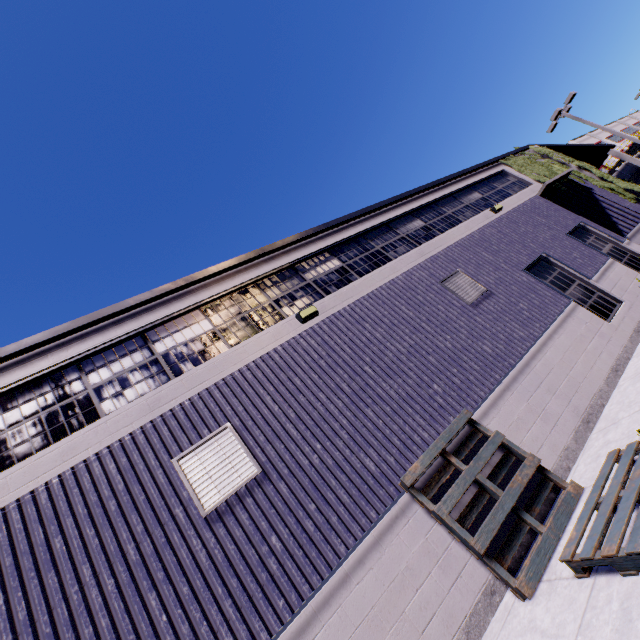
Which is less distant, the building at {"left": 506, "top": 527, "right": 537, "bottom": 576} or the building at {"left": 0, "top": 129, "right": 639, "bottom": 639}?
the building at {"left": 0, "top": 129, "right": 639, "bottom": 639}

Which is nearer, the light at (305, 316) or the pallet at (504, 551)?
the pallet at (504, 551)

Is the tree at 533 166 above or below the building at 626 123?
below

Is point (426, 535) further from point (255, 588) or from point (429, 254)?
point (429, 254)

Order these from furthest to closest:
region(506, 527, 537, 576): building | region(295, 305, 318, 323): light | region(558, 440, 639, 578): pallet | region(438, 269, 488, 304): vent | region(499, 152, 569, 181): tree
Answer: region(499, 152, 569, 181): tree < region(438, 269, 488, 304): vent < region(295, 305, 318, 323): light < region(506, 527, 537, 576): building < region(558, 440, 639, 578): pallet

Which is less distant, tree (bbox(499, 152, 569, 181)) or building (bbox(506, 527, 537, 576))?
building (bbox(506, 527, 537, 576))

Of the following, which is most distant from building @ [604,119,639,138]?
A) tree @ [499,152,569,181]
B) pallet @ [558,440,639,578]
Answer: pallet @ [558,440,639,578]

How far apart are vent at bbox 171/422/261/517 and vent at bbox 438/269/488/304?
6.2m
